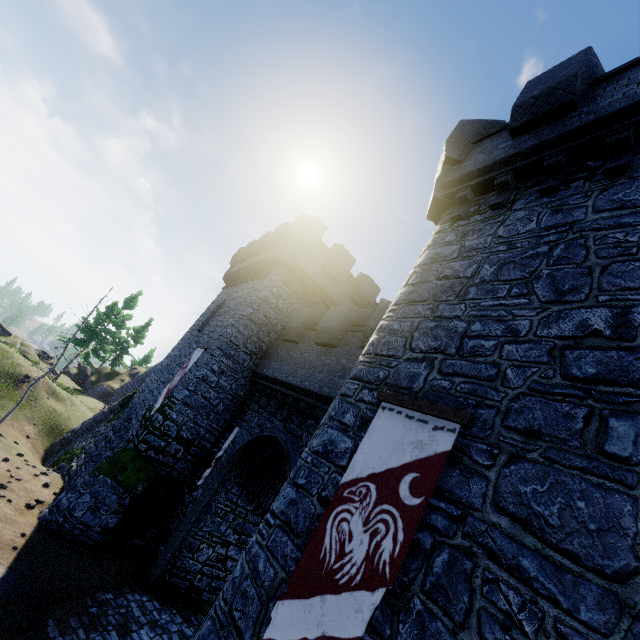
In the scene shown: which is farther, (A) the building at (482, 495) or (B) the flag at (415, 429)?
(B) the flag at (415, 429)

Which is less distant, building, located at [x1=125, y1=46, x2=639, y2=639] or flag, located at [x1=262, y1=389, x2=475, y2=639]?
building, located at [x1=125, y1=46, x2=639, y2=639]

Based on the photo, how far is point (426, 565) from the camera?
3.6 meters
